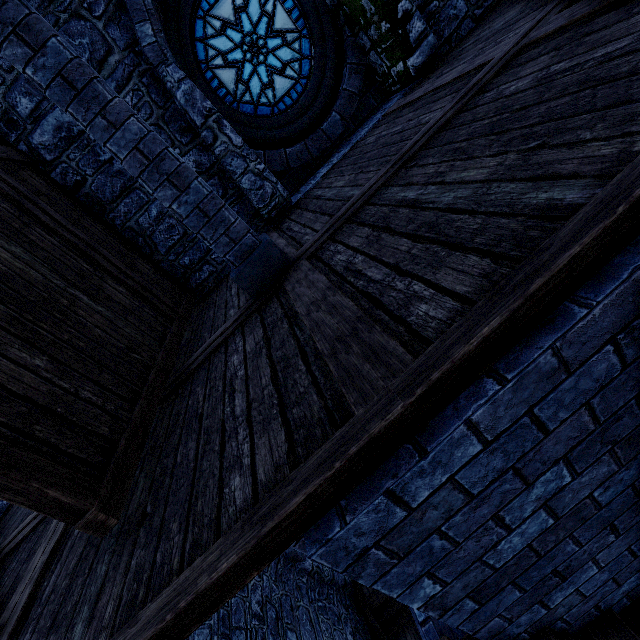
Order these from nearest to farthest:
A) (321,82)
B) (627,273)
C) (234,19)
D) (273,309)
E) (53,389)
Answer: (627,273) → (53,389) → (273,309) → (234,19) → (321,82)

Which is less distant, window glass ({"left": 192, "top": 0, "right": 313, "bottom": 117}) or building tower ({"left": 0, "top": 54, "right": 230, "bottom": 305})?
building tower ({"left": 0, "top": 54, "right": 230, "bottom": 305})

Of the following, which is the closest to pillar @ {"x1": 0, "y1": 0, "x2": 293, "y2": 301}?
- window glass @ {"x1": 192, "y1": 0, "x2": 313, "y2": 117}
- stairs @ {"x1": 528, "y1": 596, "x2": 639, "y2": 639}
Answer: stairs @ {"x1": 528, "y1": 596, "x2": 639, "y2": 639}

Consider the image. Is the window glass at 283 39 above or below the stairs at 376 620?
above

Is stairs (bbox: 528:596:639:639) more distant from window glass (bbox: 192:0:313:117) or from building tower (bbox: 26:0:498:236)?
window glass (bbox: 192:0:313:117)

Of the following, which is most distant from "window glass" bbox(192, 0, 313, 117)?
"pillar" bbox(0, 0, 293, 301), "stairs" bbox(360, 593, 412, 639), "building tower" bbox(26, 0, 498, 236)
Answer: "stairs" bbox(360, 593, 412, 639)

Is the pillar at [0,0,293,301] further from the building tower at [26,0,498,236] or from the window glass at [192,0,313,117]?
the window glass at [192,0,313,117]

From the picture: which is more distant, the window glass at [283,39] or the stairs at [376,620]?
the stairs at [376,620]
